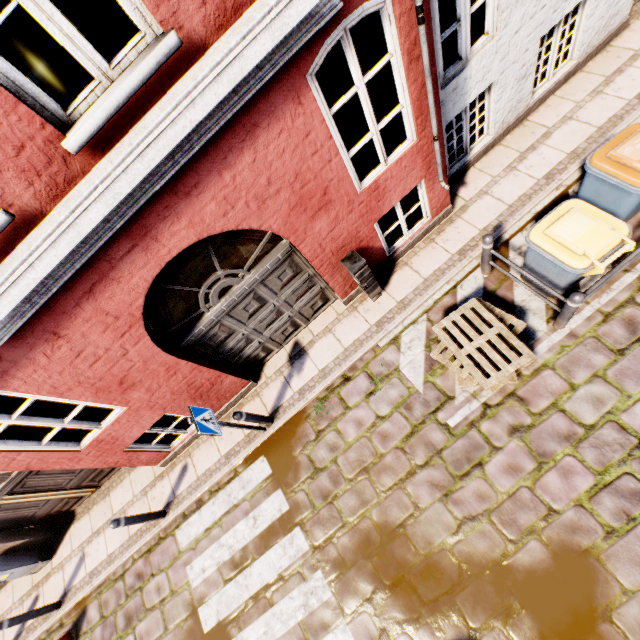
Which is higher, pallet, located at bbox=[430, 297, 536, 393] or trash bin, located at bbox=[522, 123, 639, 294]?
trash bin, located at bbox=[522, 123, 639, 294]

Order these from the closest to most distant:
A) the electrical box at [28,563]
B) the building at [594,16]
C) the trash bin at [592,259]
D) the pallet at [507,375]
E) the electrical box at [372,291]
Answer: the building at [594,16]
the trash bin at [592,259]
the pallet at [507,375]
the electrical box at [372,291]
the electrical box at [28,563]

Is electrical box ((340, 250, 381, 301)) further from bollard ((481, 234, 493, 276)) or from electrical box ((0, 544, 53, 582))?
electrical box ((0, 544, 53, 582))

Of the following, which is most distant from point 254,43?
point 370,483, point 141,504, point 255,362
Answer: point 141,504

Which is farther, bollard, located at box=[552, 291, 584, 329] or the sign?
the sign

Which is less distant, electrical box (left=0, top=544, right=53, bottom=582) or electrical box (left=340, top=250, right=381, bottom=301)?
electrical box (left=340, top=250, right=381, bottom=301)

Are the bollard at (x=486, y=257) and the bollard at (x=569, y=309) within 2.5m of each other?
yes

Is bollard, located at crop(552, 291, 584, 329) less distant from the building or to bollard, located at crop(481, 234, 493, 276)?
bollard, located at crop(481, 234, 493, 276)
